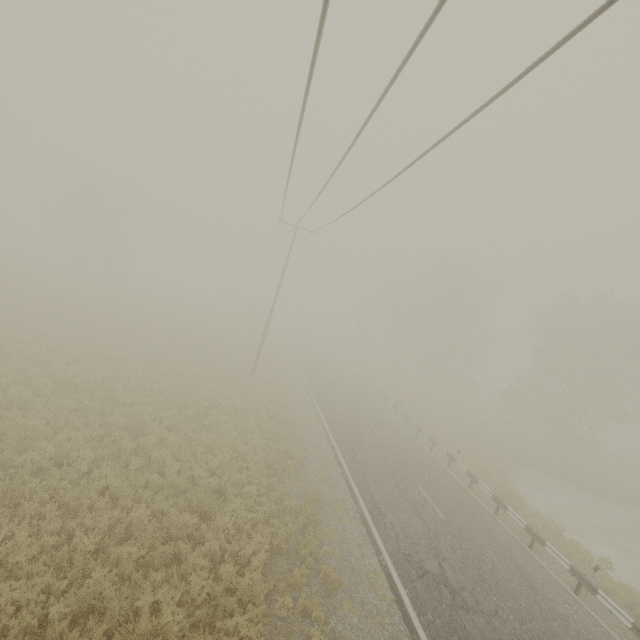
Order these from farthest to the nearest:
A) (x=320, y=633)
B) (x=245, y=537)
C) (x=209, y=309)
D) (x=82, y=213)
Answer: (x=209, y=309), (x=82, y=213), (x=245, y=537), (x=320, y=633)

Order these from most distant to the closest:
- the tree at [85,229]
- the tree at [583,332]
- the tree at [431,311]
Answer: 1. the tree at [85,229]
2. the tree at [431,311]
3. the tree at [583,332]

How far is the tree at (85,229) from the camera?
41.3 meters

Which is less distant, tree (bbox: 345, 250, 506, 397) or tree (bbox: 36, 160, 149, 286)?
tree (bbox: 345, 250, 506, 397)

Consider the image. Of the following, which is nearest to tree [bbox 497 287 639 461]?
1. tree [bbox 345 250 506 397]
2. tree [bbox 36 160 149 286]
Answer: tree [bbox 345 250 506 397]

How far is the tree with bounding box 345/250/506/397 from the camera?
38.9m

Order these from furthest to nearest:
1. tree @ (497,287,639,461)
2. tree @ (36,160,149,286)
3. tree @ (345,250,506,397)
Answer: tree @ (36,160,149,286) → tree @ (345,250,506,397) → tree @ (497,287,639,461)

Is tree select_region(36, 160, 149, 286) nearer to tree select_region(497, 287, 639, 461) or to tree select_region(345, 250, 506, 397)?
tree select_region(345, 250, 506, 397)
